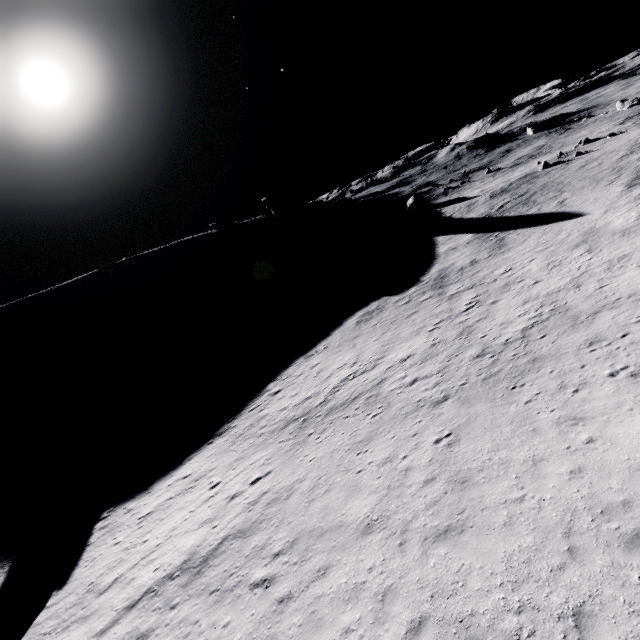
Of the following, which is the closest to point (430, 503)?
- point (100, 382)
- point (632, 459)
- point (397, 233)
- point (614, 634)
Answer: point (614, 634)
